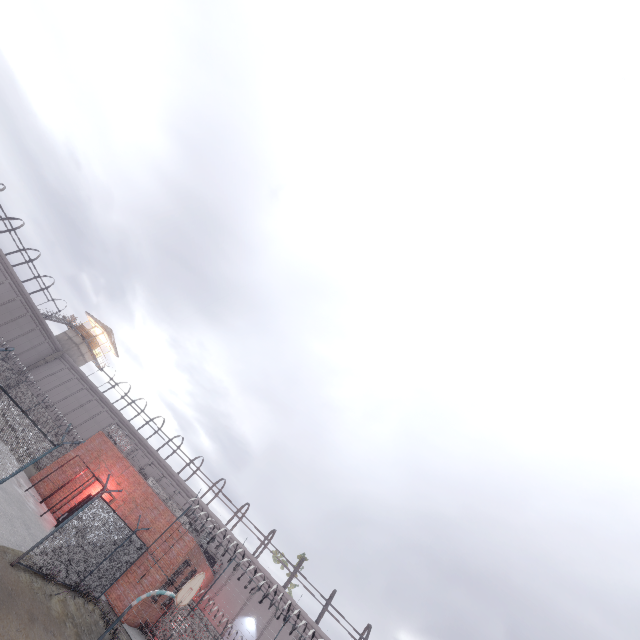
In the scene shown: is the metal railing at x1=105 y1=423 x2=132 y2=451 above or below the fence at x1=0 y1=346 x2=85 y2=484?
above

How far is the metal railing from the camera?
25.3 meters

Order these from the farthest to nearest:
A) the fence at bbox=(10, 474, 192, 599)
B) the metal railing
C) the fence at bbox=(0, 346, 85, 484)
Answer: the metal railing < the fence at bbox=(10, 474, 192, 599) < the fence at bbox=(0, 346, 85, 484)

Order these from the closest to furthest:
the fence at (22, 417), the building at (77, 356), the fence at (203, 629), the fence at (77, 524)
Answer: the fence at (22, 417)
the fence at (77, 524)
the fence at (203, 629)
the building at (77, 356)

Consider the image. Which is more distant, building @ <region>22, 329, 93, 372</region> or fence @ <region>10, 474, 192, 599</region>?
building @ <region>22, 329, 93, 372</region>

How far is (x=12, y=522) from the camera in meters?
13.7

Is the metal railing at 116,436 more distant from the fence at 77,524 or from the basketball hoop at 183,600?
the basketball hoop at 183,600

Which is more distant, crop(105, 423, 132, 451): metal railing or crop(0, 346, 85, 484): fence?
crop(105, 423, 132, 451): metal railing
